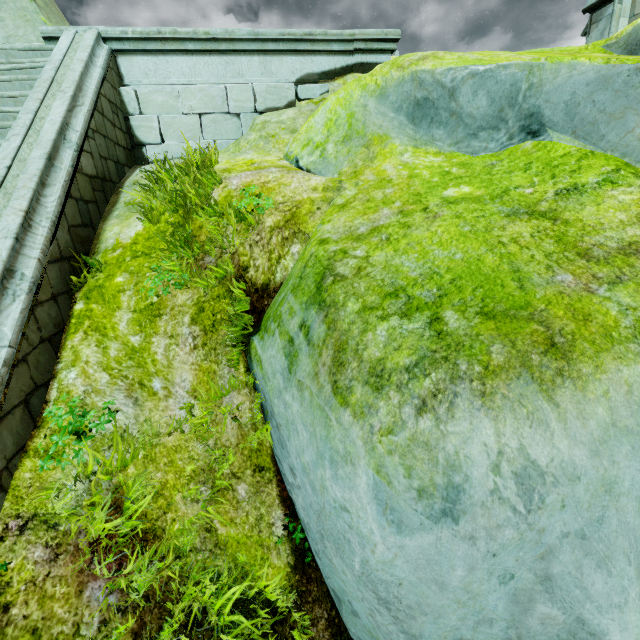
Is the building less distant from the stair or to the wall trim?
the wall trim

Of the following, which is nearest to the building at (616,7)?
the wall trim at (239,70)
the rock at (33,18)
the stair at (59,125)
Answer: the rock at (33,18)

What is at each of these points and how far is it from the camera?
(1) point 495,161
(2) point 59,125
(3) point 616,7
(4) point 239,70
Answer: (1) rock, 3.4m
(2) stair, 3.7m
(3) building, 9.4m
(4) wall trim, 5.9m

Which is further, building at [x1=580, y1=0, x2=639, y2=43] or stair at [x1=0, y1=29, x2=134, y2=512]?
building at [x1=580, y1=0, x2=639, y2=43]

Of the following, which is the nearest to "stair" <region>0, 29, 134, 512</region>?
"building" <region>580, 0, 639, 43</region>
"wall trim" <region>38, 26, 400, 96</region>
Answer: "wall trim" <region>38, 26, 400, 96</region>

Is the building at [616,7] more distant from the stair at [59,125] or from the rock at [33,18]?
the stair at [59,125]

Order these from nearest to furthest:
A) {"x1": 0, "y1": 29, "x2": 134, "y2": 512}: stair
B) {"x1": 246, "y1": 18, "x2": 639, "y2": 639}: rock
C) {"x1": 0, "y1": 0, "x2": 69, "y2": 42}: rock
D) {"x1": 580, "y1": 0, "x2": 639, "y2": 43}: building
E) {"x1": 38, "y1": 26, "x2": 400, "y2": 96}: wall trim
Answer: {"x1": 246, "y1": 18, "x2": 639, "y2": 639}: rock < {"x1": 0, "y1": 29, "x2": 134, "y2": 512}: stair < {"x1": 38, "y1": 26, "x2": 400, "y2": 96}: wall trim < {"x1": 580, "y1": 0, "x2": 639, "y2": 43}: building < {"x1": 0, "y1": 0, "x2": 69, "y2": 42}: rock
